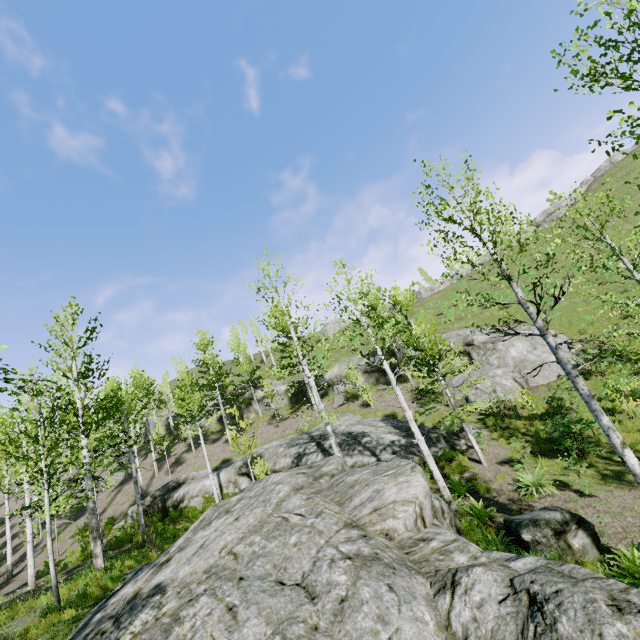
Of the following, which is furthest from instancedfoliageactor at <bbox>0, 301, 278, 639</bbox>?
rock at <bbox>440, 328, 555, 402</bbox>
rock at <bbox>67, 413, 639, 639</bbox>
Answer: rock at <bbox>440, 328, 555, 402</bbox>

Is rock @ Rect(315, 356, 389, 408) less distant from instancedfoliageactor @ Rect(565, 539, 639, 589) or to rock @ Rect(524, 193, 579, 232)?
instancedfoliageactor @ Rect(565, 539, 639, 589)

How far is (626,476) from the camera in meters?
10.3 m

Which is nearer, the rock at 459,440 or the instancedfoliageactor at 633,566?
the instancedfoliageactor at 633,566

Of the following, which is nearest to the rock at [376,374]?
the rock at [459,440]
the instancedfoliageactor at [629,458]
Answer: the rock at [459,440]

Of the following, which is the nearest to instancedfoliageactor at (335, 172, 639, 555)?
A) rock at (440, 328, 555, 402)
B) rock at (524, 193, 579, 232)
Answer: rock at (440, 328, 555, 402)

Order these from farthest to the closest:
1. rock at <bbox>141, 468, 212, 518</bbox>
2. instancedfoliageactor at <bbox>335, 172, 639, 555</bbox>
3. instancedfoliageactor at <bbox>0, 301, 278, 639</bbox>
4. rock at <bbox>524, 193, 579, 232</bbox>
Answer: rock at <bbox>524, 193, 579, 232</bbox>, rock at <bbox>141, 468, 212, 518</bbox>, instancedfoliageactor at <bbox>0, 301, 278, 639</bbox>, instancedfoliageactor at <bbox>335, 172, 639, 555</bbox>

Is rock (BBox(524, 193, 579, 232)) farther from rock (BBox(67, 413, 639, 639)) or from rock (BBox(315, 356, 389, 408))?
rock (BBox(67, 413, 639, 639))
